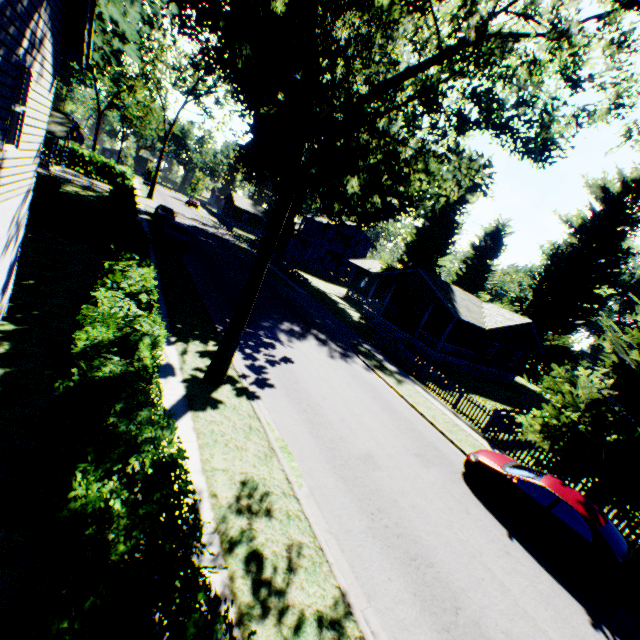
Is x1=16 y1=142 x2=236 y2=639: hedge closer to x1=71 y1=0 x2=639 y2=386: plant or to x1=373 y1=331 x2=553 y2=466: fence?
x1=71 y1=0 x2=639 y2=386: plant

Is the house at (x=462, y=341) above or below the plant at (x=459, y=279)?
below

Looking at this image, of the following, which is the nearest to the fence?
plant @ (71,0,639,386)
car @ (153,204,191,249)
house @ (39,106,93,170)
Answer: plant @ (71,0,639,386)

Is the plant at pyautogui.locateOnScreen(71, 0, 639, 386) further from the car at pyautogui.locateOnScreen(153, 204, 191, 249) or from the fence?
the car at pyautogui.locateOnScreen(153, 204, 191, 249)

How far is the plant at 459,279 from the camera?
41.66m

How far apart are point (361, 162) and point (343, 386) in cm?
967

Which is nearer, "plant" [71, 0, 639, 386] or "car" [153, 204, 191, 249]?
"plant" [71, 0, 639, 386]

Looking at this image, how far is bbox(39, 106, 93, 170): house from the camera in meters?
33.5
